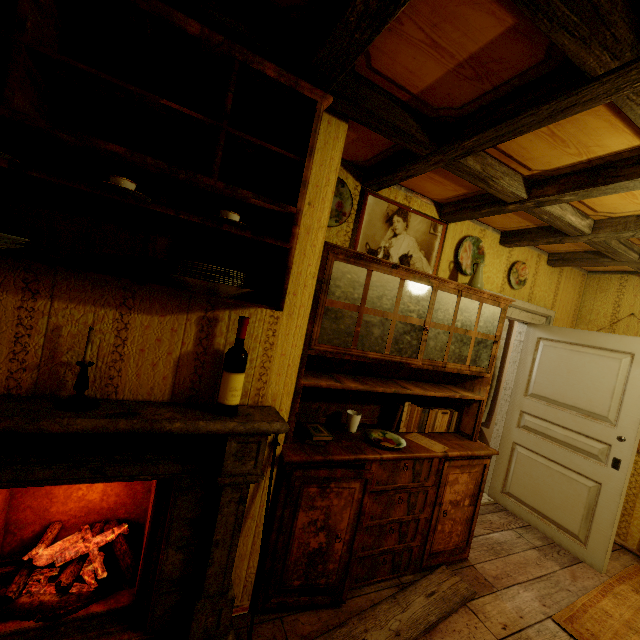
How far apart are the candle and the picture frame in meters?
1.7 m

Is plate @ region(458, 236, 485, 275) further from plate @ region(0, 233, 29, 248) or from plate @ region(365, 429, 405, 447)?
plate @ region(0, 233, 29, 248)

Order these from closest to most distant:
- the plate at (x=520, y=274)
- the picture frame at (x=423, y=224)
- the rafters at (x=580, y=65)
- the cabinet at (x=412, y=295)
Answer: the rafters at (x=580, y=65) < the cabinet at (x=412, y=295) < the picture frame at (x=423, y=224) < the plate at (x=520, y=274)

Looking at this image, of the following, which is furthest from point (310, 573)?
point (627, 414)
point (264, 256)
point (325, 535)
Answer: point (627, 414)

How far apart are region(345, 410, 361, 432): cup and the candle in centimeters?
160cm

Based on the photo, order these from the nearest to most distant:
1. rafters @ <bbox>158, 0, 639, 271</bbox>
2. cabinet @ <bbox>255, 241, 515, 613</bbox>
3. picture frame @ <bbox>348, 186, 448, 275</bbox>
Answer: rafters @ <bbox>158, 0, 639, 271</bbox>, cabinet @ <bbox>255, 241, 515, 613</bbox>, picture frame @ <bbox>348, 186, 448, 275</bbox>

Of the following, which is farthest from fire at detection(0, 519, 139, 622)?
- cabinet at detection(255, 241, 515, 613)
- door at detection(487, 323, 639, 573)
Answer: door at detection(487, 323, 639, 573)

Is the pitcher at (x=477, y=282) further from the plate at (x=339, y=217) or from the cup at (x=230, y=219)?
the cup at (x=230, y=219)
